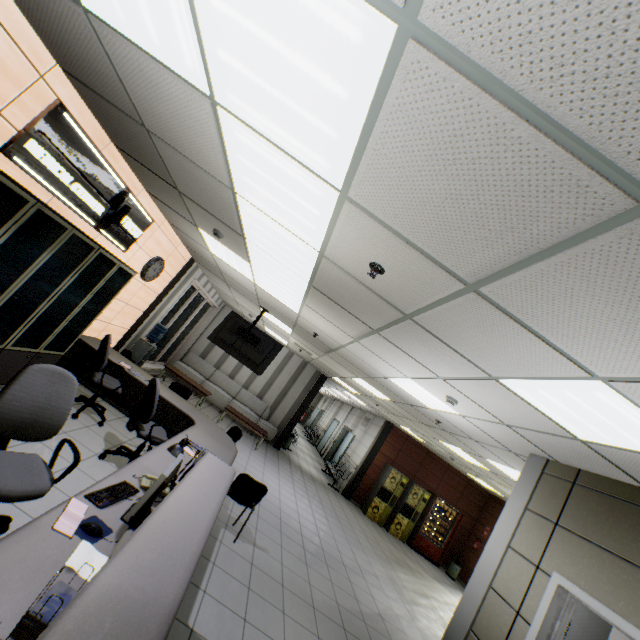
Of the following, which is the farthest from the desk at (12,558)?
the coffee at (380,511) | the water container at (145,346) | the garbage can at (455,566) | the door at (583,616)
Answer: the garbage can at (455,566)

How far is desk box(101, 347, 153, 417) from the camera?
5.6 meters

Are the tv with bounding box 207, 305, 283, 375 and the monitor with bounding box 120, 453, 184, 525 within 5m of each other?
yes

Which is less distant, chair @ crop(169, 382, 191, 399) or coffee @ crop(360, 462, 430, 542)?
chair @ crop(169, 382, 191, 399)

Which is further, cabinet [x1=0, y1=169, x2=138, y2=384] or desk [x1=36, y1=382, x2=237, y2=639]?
cabinet [x1=0, y1=169, x2=138, y2=384]

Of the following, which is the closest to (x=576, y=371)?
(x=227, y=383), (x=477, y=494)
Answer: (x=227, y=383)

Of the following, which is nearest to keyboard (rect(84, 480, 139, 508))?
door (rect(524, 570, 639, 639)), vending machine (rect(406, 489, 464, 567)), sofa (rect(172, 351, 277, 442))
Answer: door (rect(524, 570, 639, 639))

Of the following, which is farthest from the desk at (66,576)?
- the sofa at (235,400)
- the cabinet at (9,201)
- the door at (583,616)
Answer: the sofa at (235,400)
